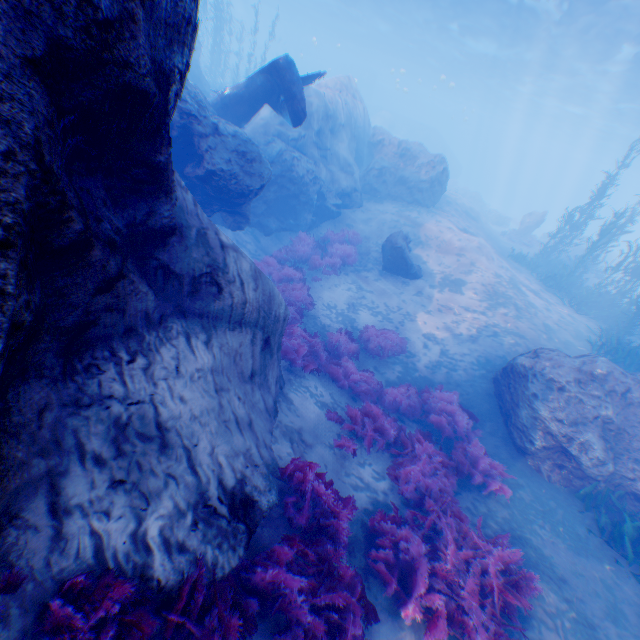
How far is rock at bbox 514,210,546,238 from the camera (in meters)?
25.32

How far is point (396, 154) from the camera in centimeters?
1909cm

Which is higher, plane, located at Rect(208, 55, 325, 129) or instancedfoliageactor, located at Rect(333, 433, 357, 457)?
plane, located at Rect(208, 55, 325, 129)

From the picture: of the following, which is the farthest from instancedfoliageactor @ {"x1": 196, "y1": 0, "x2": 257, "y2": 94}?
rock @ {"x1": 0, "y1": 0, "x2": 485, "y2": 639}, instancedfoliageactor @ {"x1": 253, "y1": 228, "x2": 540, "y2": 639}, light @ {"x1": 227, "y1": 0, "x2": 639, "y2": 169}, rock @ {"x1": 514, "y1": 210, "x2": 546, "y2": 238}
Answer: rock @ {"x1": 514, "y1": 210, "x2": 546, "y2": 238}

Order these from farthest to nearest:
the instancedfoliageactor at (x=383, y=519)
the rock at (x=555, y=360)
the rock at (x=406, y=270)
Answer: the rock at (x=406, y=270), the rock at (x=555, y=360), the instancedfoliageactor at (x=383, y=519)

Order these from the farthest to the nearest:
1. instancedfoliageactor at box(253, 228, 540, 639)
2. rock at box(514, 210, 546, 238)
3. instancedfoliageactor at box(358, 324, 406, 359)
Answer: rock at box(514, 210, 546, 238) < instancedfoliageactor at box(358, 324, 406, 359) < instancedfoliageactor at box(253, 228, 540, 639)

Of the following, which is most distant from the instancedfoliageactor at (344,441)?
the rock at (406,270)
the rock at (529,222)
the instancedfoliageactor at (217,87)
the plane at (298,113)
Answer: the rock at (529,222)

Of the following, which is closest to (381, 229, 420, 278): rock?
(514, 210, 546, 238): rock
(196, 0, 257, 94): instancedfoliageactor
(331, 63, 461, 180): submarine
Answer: (196, 0, 257, 94): instancedfoliageactor
